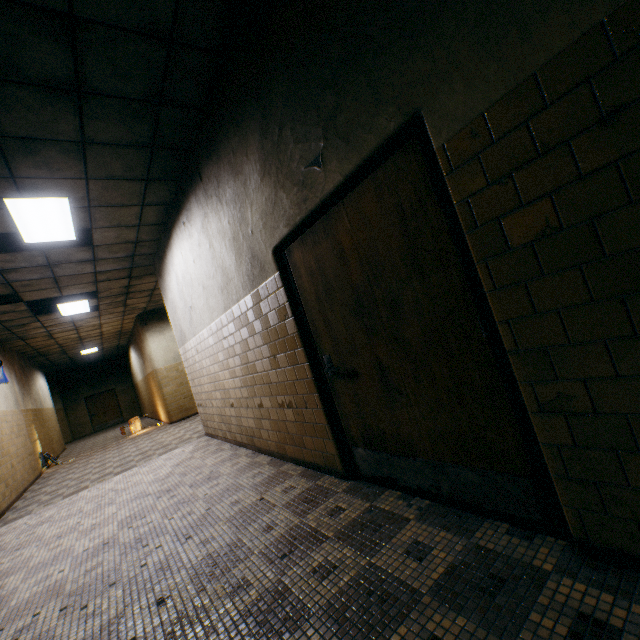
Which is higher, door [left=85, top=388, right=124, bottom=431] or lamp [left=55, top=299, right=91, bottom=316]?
lamp [left=55, top=299, right=91, bottom=316]

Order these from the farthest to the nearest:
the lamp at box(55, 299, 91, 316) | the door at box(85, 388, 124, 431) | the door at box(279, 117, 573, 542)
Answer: the door at box(85, 388, 124, 431) < the lamp at box(55, 299, 91, 316) < the door at box(279, 117, 573, 542)

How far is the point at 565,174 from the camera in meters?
1.2

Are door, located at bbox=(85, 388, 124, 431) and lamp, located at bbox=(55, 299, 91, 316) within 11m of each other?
no

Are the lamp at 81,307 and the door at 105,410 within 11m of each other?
no

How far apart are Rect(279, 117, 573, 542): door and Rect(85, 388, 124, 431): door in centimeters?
2198cm

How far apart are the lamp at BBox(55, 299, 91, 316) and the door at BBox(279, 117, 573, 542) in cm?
747

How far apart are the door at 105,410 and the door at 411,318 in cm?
2198
